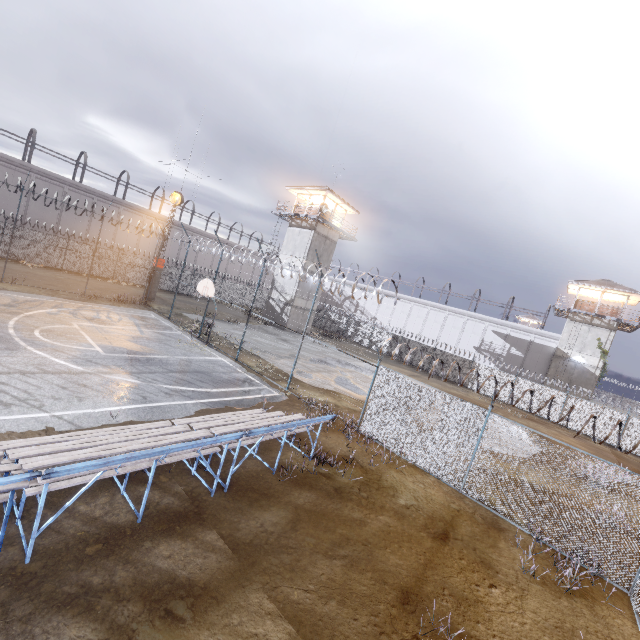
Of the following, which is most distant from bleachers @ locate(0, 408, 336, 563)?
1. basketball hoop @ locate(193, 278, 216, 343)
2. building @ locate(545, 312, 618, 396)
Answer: building @ locate(545, 312, 618, 396)

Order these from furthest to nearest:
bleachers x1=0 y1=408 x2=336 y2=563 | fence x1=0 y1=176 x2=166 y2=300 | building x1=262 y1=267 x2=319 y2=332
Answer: building x1=262 y1=267 x2=319 y2=332
fence x1=0 y1=176 x2=166 y2=300
bleachers x1=0 y1=408 x2=336 y2=563

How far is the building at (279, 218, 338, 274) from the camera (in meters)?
32.97

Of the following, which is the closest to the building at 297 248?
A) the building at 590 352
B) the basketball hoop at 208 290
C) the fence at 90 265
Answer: the fence at 90 265

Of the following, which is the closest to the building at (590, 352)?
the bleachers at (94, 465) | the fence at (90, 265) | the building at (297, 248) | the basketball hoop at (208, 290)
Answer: the fence at (90, 265)

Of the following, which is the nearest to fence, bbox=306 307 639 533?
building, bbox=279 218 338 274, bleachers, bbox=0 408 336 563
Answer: bleachers, bbox=0 408 336 563

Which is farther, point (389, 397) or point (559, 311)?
point (559, 311)
